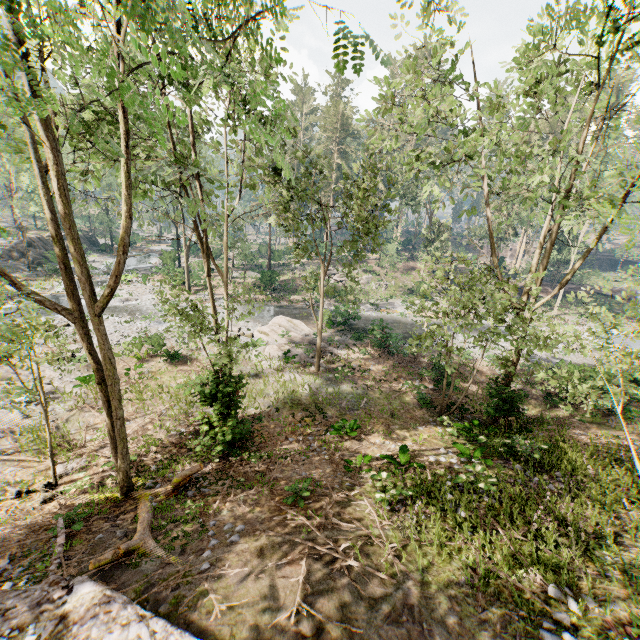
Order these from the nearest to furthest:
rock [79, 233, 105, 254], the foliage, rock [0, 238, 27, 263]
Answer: the foliage, rock [0, 238, 27, 263], rock [79, 233, 105, 254]

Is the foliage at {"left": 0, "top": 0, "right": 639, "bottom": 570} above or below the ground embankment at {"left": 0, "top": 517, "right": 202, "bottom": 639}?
above

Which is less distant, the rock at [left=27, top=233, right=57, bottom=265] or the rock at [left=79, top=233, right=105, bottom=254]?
the rock at [left=27, top=233, right=57, bottom=265]

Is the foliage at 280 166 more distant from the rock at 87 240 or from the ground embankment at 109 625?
the rock at 87 240

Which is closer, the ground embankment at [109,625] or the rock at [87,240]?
the ground embankment at [109,625]

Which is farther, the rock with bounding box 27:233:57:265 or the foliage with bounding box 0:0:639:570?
the rock with bounding box 27:233:57:265

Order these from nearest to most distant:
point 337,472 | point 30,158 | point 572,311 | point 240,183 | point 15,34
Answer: point 15,34, point 30,158, point 337,472, point 240,183, point 572,311

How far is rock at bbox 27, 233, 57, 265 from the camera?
39.8 meters
